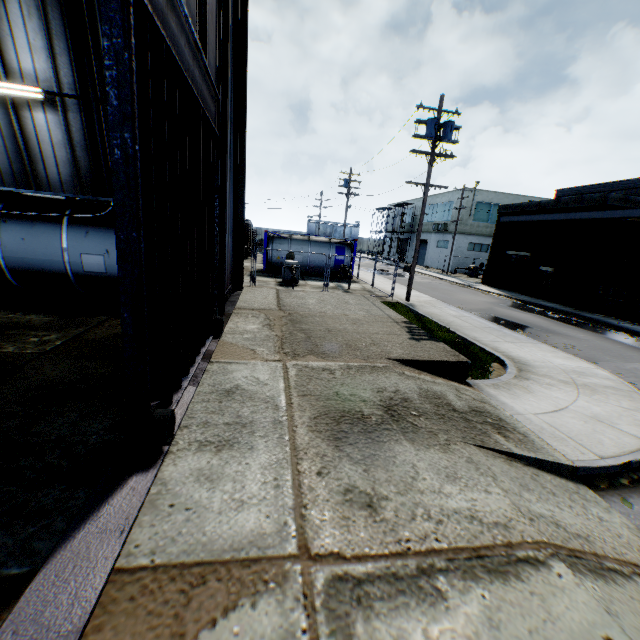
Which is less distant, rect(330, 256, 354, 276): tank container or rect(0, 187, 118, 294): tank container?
rect(0, 187, 118, 294): tank container

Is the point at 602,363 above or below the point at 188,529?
below

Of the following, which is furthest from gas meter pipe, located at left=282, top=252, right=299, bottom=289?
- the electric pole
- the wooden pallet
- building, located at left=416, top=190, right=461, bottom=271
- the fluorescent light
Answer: building, located at left=416, top=190, right=461, bottom=271

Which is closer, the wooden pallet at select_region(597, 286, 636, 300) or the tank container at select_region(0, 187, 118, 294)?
the tank container at select_region(0, 187, 118, 294)

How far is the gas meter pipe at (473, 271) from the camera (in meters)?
37.19

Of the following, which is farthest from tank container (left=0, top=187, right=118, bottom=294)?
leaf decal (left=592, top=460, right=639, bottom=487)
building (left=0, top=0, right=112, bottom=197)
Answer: leaf decal (left=592, top=460, right=639, bottom=487)

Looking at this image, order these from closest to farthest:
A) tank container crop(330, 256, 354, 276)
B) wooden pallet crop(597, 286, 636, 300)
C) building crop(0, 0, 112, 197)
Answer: building crop(0, 0, 112, 197)
wooden pallet crop(597, 286, 636, 300)
tank container crop(330, 256, 354, 276)

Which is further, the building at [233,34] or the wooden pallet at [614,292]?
the wooden pallet at [614,292]
